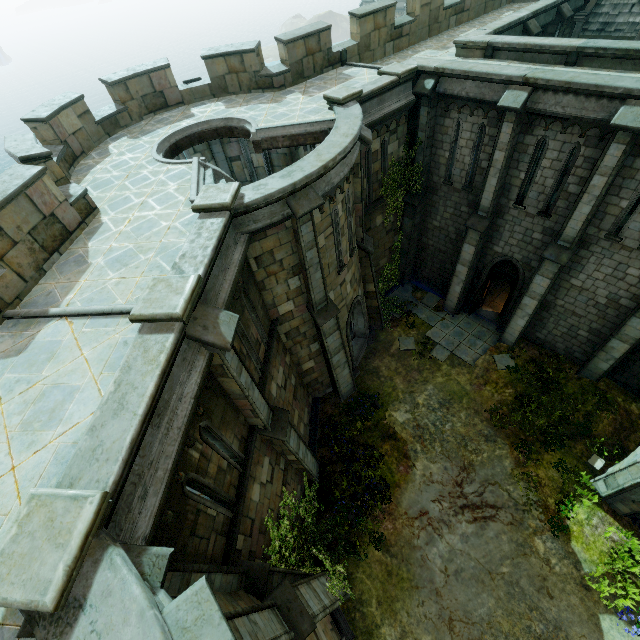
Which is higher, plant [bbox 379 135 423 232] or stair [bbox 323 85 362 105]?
stair [bbox 323 85 362 105]

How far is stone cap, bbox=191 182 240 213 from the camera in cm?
705

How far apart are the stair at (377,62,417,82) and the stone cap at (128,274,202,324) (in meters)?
11.12

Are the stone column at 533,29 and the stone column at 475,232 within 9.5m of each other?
yes

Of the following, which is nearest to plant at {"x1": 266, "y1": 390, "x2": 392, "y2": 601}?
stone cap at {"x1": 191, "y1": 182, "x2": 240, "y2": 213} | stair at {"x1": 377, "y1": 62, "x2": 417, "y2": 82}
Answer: stone cap at {"x1": 191, "y1": 182, "x2": 240, "y2": 213}

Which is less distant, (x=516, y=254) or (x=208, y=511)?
(x=208, y=511)

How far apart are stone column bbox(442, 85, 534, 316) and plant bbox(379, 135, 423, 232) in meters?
2.5 m

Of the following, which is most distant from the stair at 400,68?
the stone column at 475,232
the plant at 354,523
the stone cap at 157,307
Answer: the plant at 354,523
